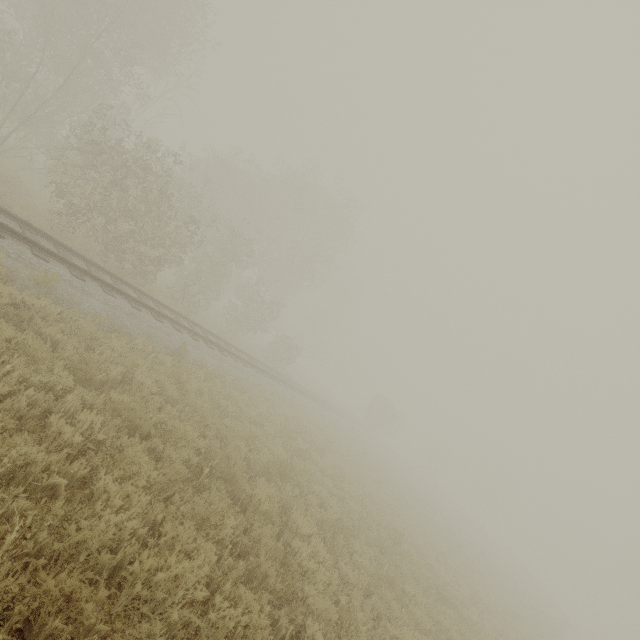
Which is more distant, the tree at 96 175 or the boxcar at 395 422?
the boxcar at 395 422

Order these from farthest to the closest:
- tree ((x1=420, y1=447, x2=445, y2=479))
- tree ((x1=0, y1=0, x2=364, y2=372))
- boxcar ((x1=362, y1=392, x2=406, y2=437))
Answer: tree ((x1=420, y1=447, x2=445, y2=479)) < boxcar ((x1=362, y1=392, x2=406, y2=437)) < tree ((x1=0, y1=0, x2=364, y2=372))

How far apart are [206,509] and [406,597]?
6.2m

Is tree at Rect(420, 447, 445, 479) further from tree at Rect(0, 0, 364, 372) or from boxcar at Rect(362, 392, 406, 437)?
tree at Rect(0, 0, 364, 372)

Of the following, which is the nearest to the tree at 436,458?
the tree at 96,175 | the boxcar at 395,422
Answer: the boxcar at 395,422

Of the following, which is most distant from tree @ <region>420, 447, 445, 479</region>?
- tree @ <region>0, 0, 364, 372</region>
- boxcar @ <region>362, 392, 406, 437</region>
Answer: tree @ <region>0, 0, 364, 372</region>

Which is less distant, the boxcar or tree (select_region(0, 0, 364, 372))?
tree (select_region(0, 0, 364, 372))
